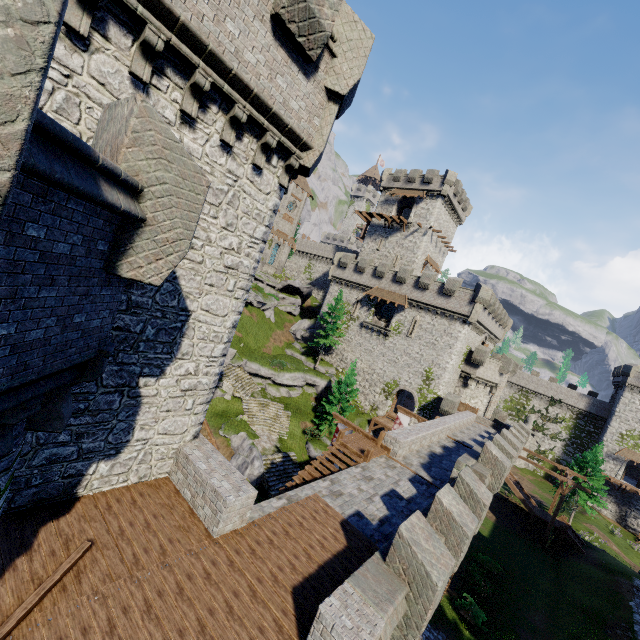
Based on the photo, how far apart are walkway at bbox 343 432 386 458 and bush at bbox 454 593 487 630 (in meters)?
13.61

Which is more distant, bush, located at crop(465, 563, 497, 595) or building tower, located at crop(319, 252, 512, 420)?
building tower, located at crop(319, 252, 512, 420)

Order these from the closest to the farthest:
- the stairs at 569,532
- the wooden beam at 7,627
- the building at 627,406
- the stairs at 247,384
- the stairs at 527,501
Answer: the wooden beam at 7,627, the stairs at 247,384, the stairs at 569,532, the stairs at 527,501, the building at 627,406

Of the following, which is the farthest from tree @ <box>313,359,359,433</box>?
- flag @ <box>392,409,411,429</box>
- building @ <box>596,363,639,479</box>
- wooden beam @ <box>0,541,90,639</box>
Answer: building @ <box>596,363,639,479</box>

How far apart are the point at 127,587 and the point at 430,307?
35.58m

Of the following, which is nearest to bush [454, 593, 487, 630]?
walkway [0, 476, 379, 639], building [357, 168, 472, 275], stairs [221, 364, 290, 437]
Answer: stairs [221, 364, 290, 437]

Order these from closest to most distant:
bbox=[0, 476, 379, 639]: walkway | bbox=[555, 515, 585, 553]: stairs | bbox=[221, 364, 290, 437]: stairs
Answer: bbox=[0, 476, 379, 639]: walkway < bbox=[221, 364, 290, 437]: stairs < bbox=[555, 515, 585, 553]: stairs

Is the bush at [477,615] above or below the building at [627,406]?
below
